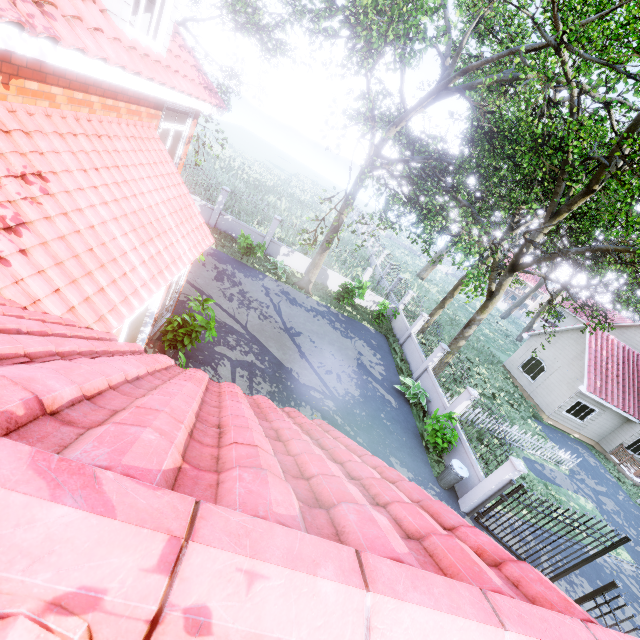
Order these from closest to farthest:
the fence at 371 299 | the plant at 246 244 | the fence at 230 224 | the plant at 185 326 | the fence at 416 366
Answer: the plant at 185 326
the fence at 416 366
the plant at 246 244
the fence at 230 224
the fence at 371 299

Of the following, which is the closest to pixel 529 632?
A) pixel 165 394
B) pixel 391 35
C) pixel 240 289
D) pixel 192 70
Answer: pixel 165 394

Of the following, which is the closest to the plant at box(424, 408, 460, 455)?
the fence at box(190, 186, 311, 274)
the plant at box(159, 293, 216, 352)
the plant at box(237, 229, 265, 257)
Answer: the fence at box(190, 186, 311, 274)

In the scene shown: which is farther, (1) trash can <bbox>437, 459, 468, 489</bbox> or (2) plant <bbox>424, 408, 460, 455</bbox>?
(2) plant <bbox>424, 408, 460, 455</bbox>

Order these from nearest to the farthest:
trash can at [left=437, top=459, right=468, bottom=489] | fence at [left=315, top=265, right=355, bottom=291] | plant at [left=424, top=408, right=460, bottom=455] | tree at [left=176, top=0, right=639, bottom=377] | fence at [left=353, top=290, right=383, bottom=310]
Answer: tree at [left=176, top=0, right=639, bottom=377], trash can at [left=437, top=459, right=468, bottom=489], plant at [left=424, top=408, right=460, bottom=455], fence at [left=315, top=265, right=355, bottom=291], fence at [left=353, top=290, right=383, bottom=310]

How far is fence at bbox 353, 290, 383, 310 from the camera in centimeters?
2148cm

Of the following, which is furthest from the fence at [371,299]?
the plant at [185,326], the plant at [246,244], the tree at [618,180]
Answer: the plant at [185,326]

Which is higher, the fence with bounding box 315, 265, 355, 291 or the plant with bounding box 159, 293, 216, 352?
the plant with bounding box 159, 293, 216, 352
